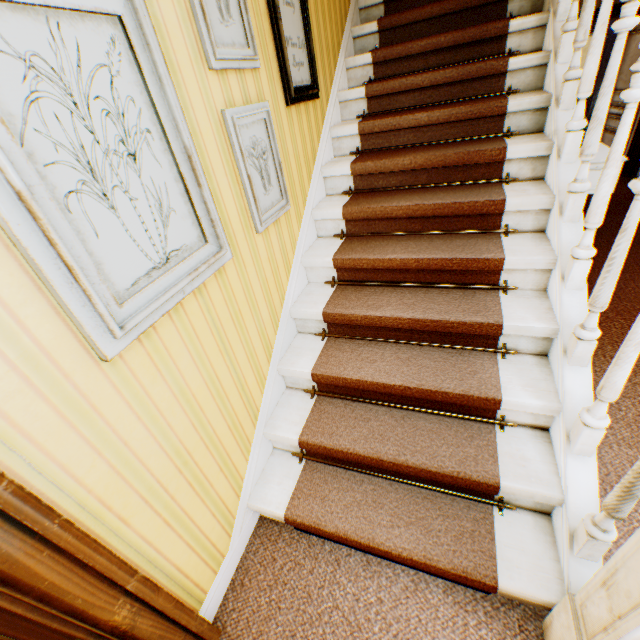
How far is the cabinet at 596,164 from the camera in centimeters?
246cm

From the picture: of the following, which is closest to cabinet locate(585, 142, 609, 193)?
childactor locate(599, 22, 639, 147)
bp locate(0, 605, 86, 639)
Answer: childactor locate(599, 22, 639, 147)

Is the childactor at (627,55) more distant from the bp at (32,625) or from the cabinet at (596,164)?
the bp at (32,625)

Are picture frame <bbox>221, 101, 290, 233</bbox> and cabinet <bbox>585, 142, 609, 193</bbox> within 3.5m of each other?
yes

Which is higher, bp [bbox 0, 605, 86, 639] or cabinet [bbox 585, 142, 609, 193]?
cabinet [bbox 585, 142, 609, 193]

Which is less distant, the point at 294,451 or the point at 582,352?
the point at 582,352

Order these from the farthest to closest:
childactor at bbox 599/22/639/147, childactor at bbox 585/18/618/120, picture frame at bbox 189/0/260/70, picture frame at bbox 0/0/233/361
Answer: childactor at bbox 599/22/639/147 < childactor at bbox 585/18/618/120 < picture frame at bbox 189/0/260/70 < picture frame at bbox 0/0/233/361

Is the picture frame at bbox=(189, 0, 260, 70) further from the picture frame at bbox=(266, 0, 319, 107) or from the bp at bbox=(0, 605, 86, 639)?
the bp at bbox=(0, 605, 86, 639)
